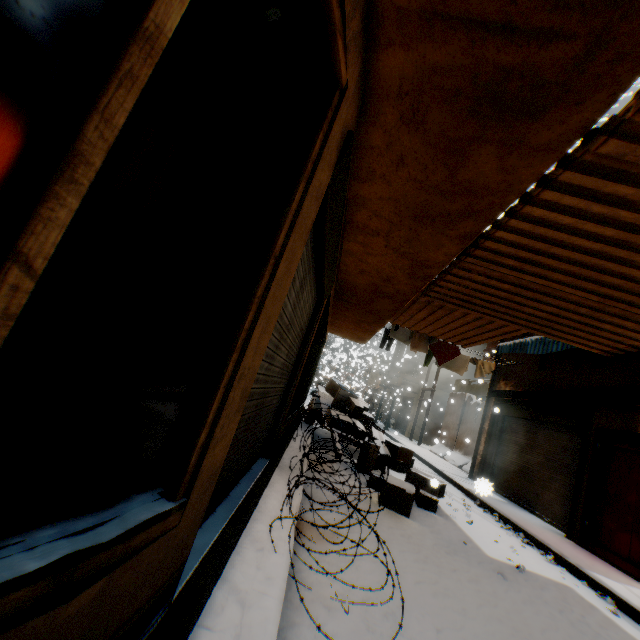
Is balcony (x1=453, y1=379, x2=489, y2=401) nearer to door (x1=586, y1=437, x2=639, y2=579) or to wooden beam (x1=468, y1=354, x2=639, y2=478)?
wooden beam (x1=468, y1=354, x2=639, y2=478)

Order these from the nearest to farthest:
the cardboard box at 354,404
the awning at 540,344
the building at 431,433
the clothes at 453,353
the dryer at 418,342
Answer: the awning at 540,344 → the dryer at 418,342 → the cardboard box at 354,404 → the clothes at 453,353 → the building at 431,433

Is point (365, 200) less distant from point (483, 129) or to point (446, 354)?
point (483, 129)

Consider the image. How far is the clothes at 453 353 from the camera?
11.0 meters

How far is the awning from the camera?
7.4m

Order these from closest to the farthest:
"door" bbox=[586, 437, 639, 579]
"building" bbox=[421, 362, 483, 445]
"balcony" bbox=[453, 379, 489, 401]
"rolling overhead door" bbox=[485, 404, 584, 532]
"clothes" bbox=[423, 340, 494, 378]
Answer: "door" bbox=[586, 437, 639, 579]
"rolling overhead door" bbox=[485, 404, 584, 532]
"clothes" bbox=[423, 340, 494, 378]
"balcony" bbox=[453, 379, 489, 401]
"building" bbox=[421, 362, 483, 445]

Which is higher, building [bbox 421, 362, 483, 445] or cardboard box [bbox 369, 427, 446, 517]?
building [bbox 421, 362, 483, 445]

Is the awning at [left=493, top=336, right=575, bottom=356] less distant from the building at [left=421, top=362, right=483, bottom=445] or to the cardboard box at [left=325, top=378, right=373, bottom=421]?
the building at [left=421, top=362, right=483, bottom=445]
